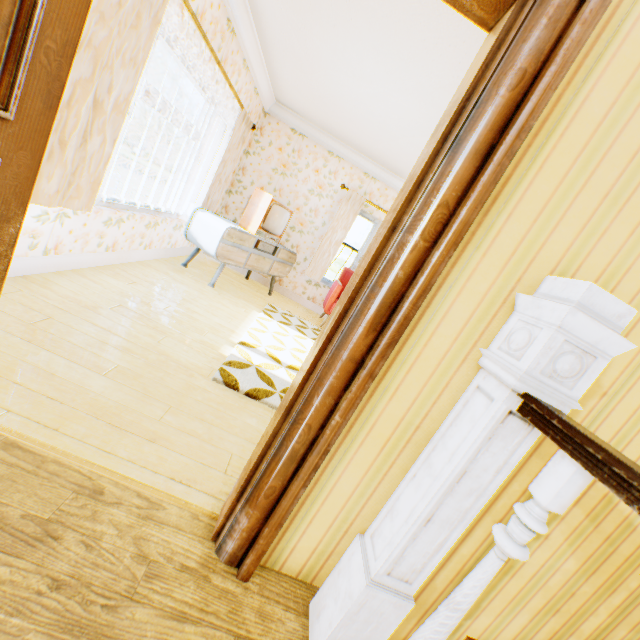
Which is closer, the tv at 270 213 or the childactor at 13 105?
the childactor at 13 105

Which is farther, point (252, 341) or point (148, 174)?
point (148, 174)

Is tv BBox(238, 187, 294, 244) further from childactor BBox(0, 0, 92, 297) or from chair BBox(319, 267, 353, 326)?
childactor BBox(0, 0, 92, 297)

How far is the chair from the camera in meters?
5.9 m

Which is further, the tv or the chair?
the chair

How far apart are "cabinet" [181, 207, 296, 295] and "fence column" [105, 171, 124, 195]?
26.4m

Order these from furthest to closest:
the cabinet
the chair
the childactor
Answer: the chair < the cabinet < the childactor

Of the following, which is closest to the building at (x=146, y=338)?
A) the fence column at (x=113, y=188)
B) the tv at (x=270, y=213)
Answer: the tv at (x=270, y=213)
